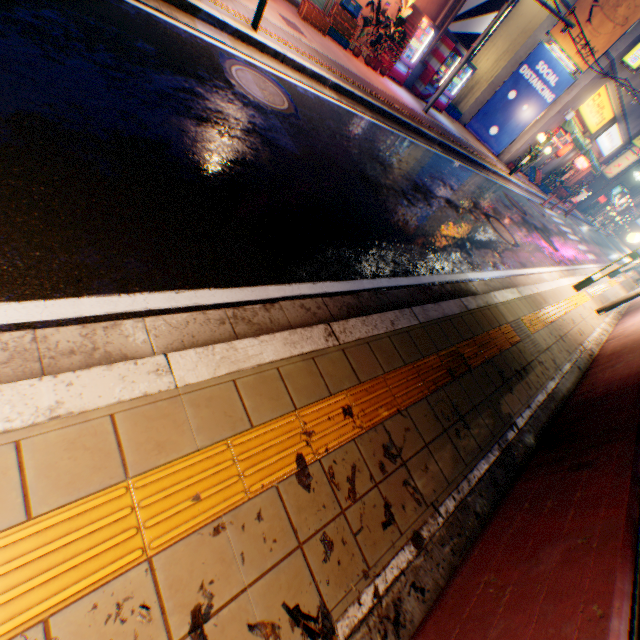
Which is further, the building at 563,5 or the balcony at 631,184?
the balcony at 631,184

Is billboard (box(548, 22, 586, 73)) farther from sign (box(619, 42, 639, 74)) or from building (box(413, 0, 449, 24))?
building (box(413, 0, 449, 24))

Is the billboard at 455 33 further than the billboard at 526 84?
No

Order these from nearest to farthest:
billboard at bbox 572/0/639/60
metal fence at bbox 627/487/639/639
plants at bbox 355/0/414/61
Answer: metal fence at bbox 627/487/639/639, plants at bbox 355/0/414/61, billboard at bbox 572/0/639/60

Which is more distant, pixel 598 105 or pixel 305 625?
pixel 598 105

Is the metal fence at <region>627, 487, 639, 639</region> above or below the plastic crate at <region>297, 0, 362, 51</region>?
above

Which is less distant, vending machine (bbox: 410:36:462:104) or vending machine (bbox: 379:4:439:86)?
vending machine (bbox: 379:4:439:86)

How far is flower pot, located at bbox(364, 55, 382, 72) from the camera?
11.3 meters
